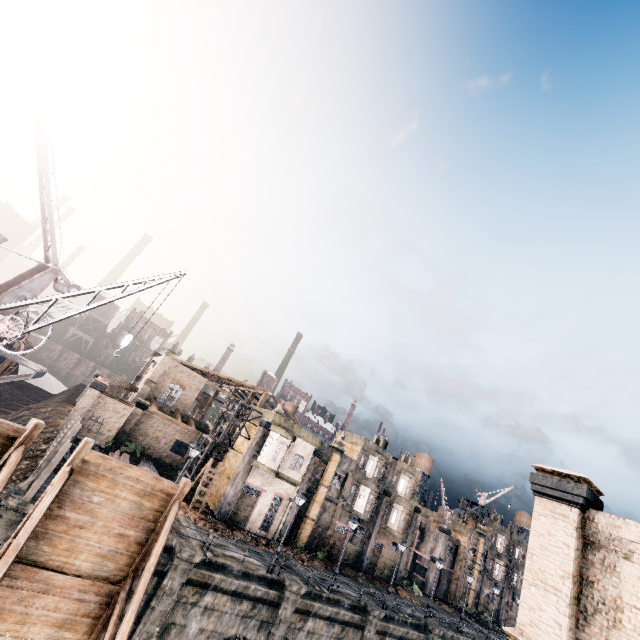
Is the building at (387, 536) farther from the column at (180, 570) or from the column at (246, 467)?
the column at (180, 570)

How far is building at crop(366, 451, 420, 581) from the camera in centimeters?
4112cm

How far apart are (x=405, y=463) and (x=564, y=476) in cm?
3970

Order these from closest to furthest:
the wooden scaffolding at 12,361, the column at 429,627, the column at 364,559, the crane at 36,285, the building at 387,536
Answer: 1. the crane at 36,285
2. the wooden scaffolding at 12,361
3. the column at 429,627
4. the column at 364,559
5. the building at 387,536

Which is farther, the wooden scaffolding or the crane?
the wooden scaffolding

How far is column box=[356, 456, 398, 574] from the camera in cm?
3888

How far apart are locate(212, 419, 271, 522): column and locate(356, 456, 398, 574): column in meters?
19.4

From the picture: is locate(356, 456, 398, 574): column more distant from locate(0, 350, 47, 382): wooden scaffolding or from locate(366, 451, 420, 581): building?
A: locate(0, 350, 47, 382): wooden scaffolding
